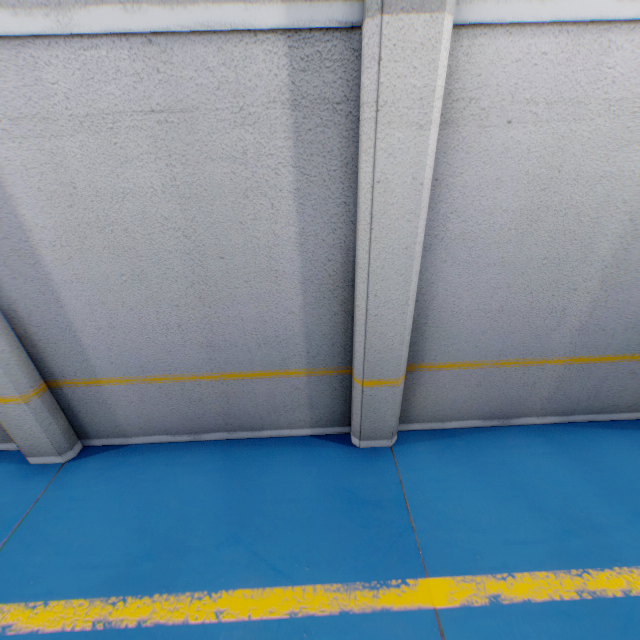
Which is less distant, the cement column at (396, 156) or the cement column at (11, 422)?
the cement column at (396, 156)

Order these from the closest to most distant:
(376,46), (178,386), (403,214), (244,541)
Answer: (376,46) → (403,214) → (244,541) → (178,386)

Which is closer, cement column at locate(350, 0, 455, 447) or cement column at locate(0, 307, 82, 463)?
cement column at locate(350, 0, 455, 447)
